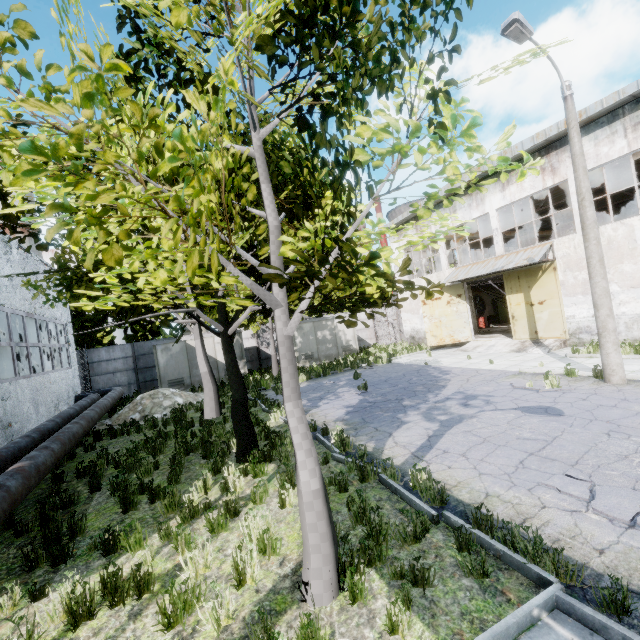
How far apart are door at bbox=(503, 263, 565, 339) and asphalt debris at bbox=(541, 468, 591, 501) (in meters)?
13.48

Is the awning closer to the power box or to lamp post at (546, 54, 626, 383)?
lamp post at (546, 54, 626, 383)

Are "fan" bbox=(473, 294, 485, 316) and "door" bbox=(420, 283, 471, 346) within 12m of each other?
yes

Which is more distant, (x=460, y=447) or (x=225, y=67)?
(x=460, y=447)

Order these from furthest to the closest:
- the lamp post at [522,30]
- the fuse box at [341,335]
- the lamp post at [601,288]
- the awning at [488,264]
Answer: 1. the fuse box at [341,335]
2. the awning at [488,264]
3. the lamp post at [601,288]
4. the lamp post at [522,30]

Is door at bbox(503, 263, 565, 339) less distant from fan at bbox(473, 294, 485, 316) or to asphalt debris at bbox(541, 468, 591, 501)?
fan at bbox(473, 294, 485, 316)

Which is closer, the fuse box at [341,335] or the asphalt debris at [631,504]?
the asphalt debris at [631,504]

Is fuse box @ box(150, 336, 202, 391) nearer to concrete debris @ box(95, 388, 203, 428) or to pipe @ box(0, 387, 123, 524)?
concrete debris @ box(95, 388, 203, 428)
